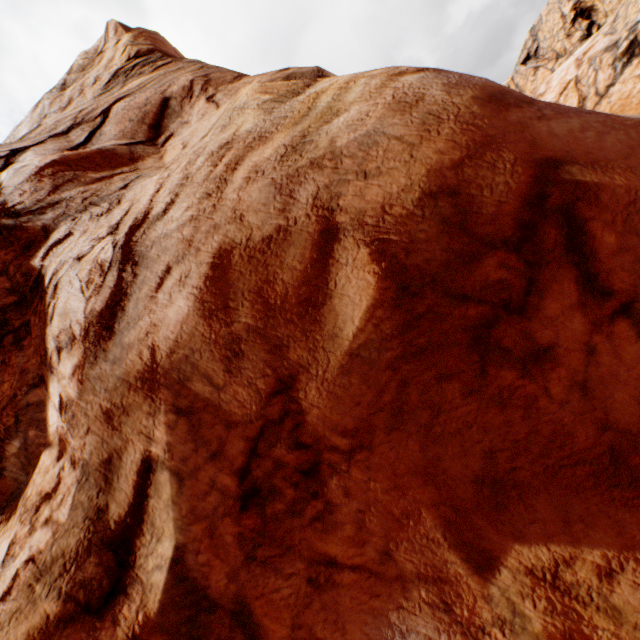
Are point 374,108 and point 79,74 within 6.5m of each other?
no
